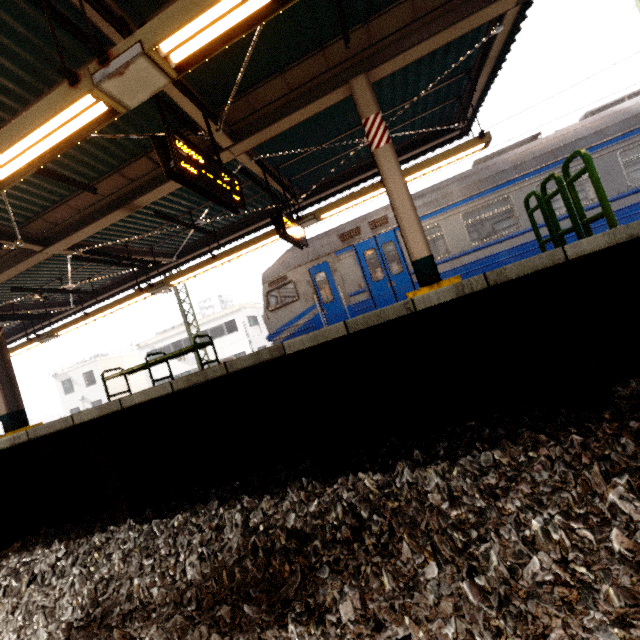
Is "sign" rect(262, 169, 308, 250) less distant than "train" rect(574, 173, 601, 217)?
Yes

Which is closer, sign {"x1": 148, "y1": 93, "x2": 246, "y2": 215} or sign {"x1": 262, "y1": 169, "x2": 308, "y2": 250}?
sign {"x1": 148, "y1": 93, "x2": 246, "y2": 215}

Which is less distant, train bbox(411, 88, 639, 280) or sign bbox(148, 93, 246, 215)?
sign bbox(148, 93, 246, 215)

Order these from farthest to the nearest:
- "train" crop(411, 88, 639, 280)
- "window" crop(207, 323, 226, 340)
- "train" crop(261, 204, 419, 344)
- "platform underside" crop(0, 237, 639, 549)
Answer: "window" crop(207, 323, 226, 340) < "train" crop(261, 204, 419, 344) < "train" crop(411, 88, 639, 280) < "platform underside" crop(0, 237, 639, 549)

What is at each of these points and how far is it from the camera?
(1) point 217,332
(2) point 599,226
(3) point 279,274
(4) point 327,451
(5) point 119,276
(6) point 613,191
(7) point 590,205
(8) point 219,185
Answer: (1) window, 28.9 meters
(2) train, 7.3 meters
(3) train, 9.6 meters
(4) platform underside, 2.5 meters
(5) awning structure, 12.0 meters
(6) train, 7.2 meters
(7) train, 7.3 meters
(8) sign, 4.3 meters

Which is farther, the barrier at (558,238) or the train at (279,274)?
the train at (279,274)

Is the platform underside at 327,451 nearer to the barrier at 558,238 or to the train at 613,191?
the barrier at 558,238

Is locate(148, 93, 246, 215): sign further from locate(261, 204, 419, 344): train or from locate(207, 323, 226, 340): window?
locate(207, 323, 226, 340): window
